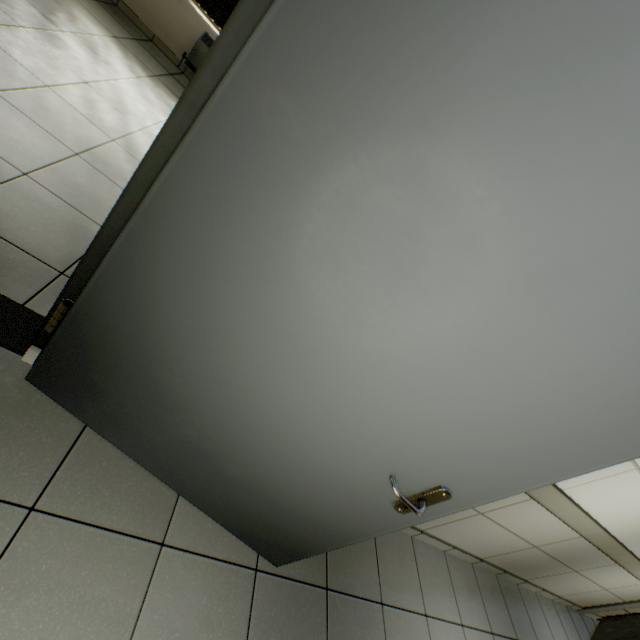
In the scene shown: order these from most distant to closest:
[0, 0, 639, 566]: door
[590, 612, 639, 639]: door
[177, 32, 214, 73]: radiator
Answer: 1. [177, 32, 214, 73]: radiator
2. [590, 612, 639, 639]: door
3. [0, 0, 639, 566]: door

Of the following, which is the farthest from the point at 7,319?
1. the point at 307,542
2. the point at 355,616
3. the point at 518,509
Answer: the point at 518,509

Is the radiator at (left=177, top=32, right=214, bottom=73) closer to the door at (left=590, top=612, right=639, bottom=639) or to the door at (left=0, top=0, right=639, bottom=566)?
the door at (left=0, top=0, right=639, bottom=566)

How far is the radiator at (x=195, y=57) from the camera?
4.43m

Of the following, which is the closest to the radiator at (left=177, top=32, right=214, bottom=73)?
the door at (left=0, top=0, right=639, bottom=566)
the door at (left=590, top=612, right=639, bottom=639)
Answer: the door at (left=0, top=0, right=639, bottom=566)

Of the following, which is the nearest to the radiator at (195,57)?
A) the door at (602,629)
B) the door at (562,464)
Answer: the door at (562,464)

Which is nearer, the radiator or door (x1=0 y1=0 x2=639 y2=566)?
door (x1=0 y1=0 x2=639 y2=566)
